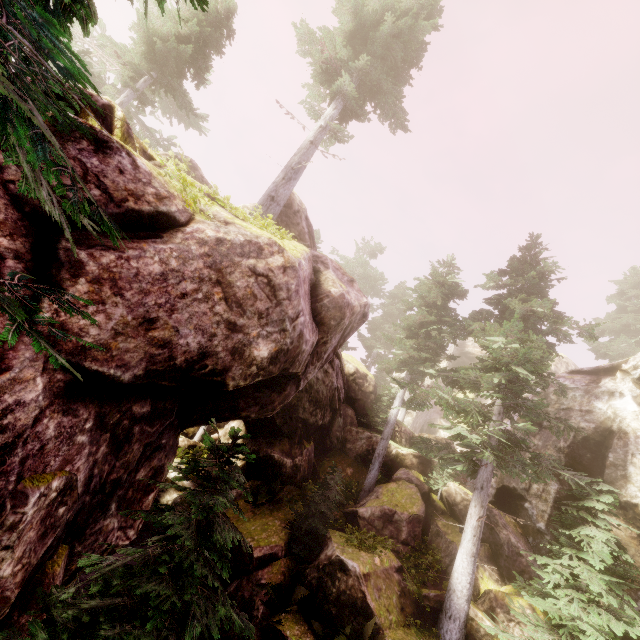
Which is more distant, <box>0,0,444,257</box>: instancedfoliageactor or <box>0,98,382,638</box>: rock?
<box>0,98,382,638</box>: rock

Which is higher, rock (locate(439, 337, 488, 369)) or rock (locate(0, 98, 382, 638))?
rock (locate(439, 337, 488, 369))

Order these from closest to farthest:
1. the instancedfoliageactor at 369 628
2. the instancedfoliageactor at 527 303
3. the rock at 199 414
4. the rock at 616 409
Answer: the instancedfoliageactor at 527 303 < the rock at 199 414 < the instancedfoliageactor at 369 628 < the rock at 616 409

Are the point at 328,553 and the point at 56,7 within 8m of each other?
no

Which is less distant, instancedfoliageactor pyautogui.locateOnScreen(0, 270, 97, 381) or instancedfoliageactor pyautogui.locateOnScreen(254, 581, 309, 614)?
instancedfoliageactor pyautogui.locateOnScreen(0, 270, 97, 381)

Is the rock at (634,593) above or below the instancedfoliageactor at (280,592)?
above
